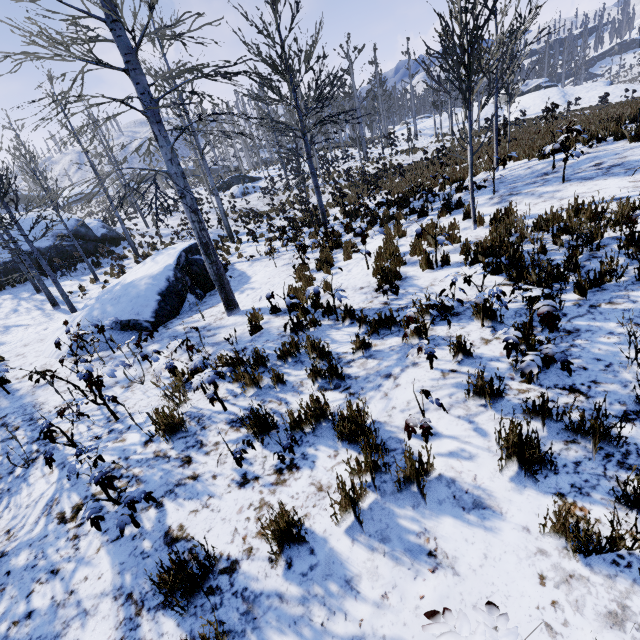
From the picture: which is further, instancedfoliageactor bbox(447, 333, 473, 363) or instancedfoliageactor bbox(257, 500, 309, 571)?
instancedfoliageactor bbox(447, 333, 473, 363)

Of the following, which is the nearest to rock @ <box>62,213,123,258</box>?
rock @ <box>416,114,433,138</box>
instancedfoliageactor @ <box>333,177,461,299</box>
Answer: instancedfoliageactor @ <box>333,177,461,299</box>

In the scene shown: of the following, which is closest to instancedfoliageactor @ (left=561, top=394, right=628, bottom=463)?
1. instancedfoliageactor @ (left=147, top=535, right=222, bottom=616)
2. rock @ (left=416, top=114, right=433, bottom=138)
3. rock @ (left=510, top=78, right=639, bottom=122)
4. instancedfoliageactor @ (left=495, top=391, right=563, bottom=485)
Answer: instancedfoliageactor @ (left=495, top=391, right=563, bottom=485)

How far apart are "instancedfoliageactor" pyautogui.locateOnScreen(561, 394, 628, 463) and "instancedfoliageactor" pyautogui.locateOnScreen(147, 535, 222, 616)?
2.8 meters

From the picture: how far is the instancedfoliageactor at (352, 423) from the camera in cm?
241

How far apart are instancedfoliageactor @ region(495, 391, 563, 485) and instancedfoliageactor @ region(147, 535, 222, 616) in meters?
2.2

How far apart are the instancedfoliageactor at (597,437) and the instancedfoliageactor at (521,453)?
0.3m

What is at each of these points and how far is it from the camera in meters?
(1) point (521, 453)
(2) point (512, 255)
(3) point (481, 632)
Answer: (1) instancedfoliageactor, 2.3
(2) instancedfoliageactor, 4.9
(3) instancedfoliageactor, 1.1
